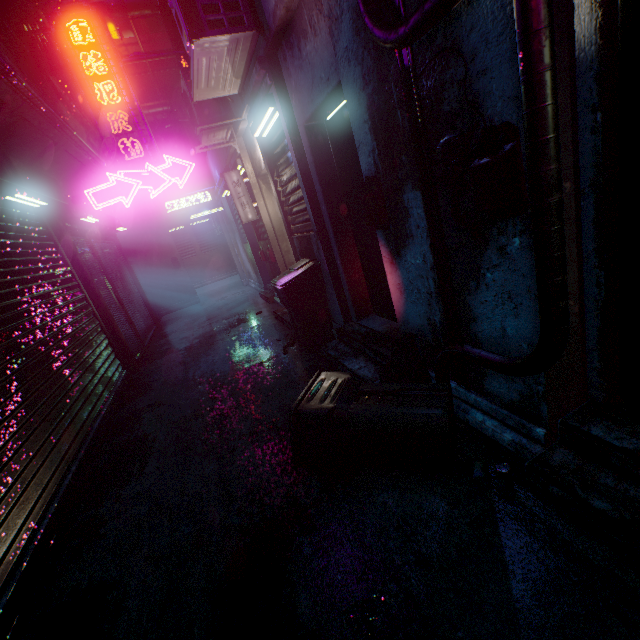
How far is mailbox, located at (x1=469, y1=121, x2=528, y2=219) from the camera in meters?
1.2

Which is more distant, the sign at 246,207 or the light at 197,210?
the light at 197,210

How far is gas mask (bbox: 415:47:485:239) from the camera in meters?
1.3

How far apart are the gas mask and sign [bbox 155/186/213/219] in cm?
926

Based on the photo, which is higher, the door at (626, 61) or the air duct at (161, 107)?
the air duct at (161, 107)

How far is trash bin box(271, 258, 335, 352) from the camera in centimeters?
365cm

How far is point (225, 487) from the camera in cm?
222

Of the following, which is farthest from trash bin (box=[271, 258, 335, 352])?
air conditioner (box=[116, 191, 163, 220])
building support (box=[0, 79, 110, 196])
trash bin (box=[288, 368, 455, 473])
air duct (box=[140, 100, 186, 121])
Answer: air duct (box=[140, 100, 186, 121])
